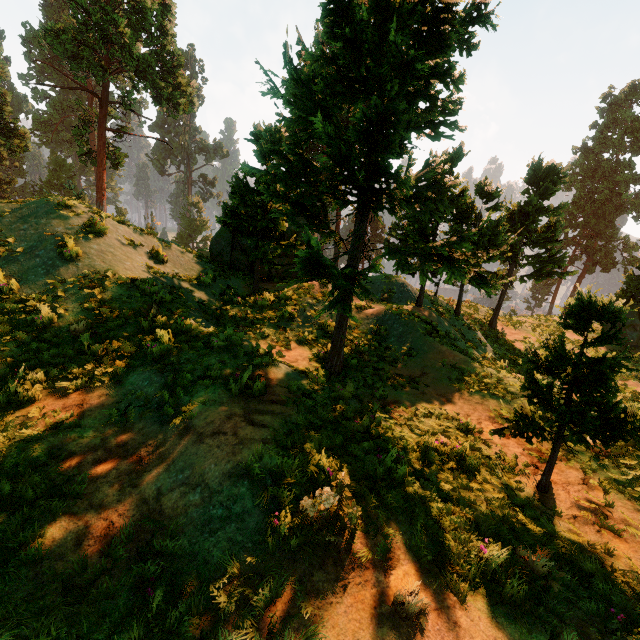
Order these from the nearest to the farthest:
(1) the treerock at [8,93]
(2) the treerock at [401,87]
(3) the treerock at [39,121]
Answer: (2) the treerock at [401,87]
(1) the treerock at [8,93]
(3) the treerock at [39,121]

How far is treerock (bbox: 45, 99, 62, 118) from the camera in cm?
5797

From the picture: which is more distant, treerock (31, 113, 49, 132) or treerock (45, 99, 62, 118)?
treerock (45, 99, 62, 118)

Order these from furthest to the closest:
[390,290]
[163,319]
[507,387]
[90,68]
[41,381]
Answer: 1. [90,68]
2. [390,290]
3. [507,387]
4. [163,319]
5. [41,381]

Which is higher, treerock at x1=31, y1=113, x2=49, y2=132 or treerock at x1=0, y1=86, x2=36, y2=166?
treerock at x1=31, y1=113, x2=49, y2=132

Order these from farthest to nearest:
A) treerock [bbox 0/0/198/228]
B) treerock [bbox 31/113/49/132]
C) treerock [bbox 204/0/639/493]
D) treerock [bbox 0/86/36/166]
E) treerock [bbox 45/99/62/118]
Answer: treerock [bbox 45/99/62/118]
treerock [bbox 31/113/49/132]
treerock [bbox 0/86/36/166]
treerock [bbox 0/0/198/228]
treerock [bbox 204/0/639/493]

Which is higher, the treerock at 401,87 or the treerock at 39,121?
the treerock at 39,121
